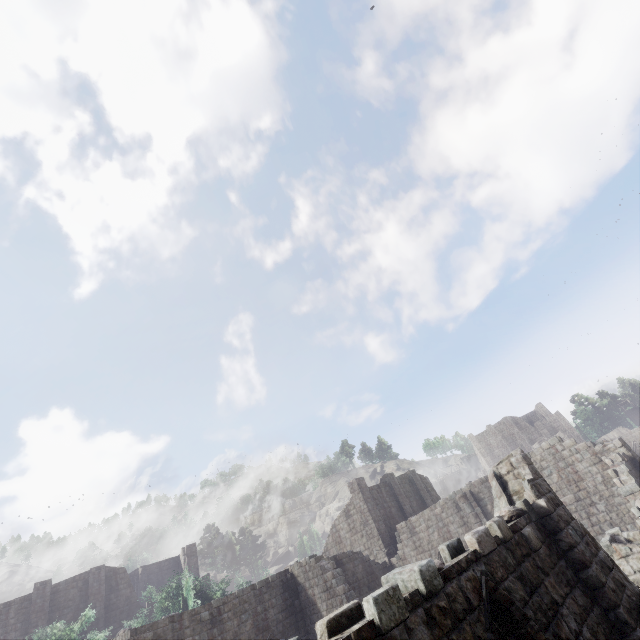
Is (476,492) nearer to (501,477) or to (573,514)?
(573,514)
